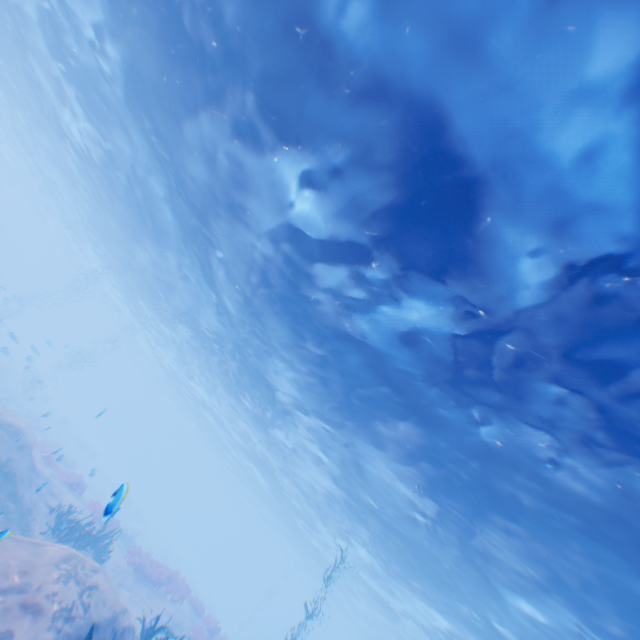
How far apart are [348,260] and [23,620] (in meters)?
10.36
